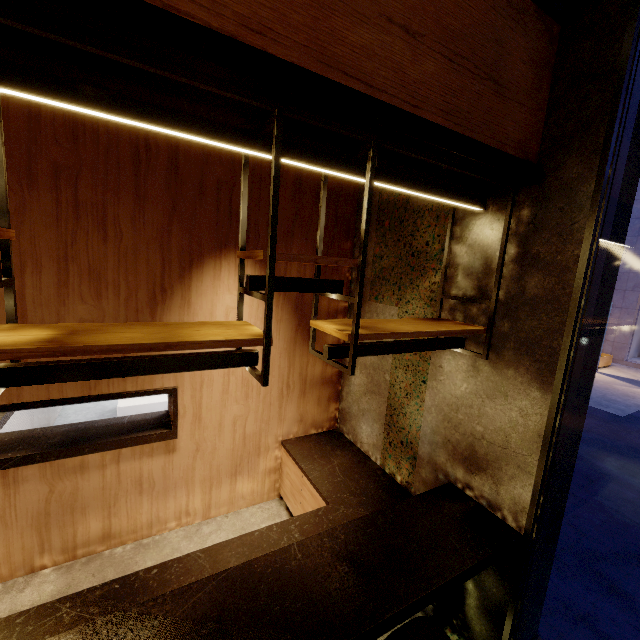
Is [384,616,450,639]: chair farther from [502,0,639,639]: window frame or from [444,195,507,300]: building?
[502,0,639,639]: window frame

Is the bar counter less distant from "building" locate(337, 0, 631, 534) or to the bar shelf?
"building" locate(337, 0, 631, 534)

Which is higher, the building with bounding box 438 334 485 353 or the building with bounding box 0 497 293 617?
the building with bounding box 438 334 485 353

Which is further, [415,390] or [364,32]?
[415,390]

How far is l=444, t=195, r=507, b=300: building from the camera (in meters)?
2.40

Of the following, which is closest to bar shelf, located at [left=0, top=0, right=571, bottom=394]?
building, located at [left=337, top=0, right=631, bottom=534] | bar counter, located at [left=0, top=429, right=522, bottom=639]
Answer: building, located at [left=337, top=0, right=631, bottom=534]

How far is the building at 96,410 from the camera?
5.6 meters
